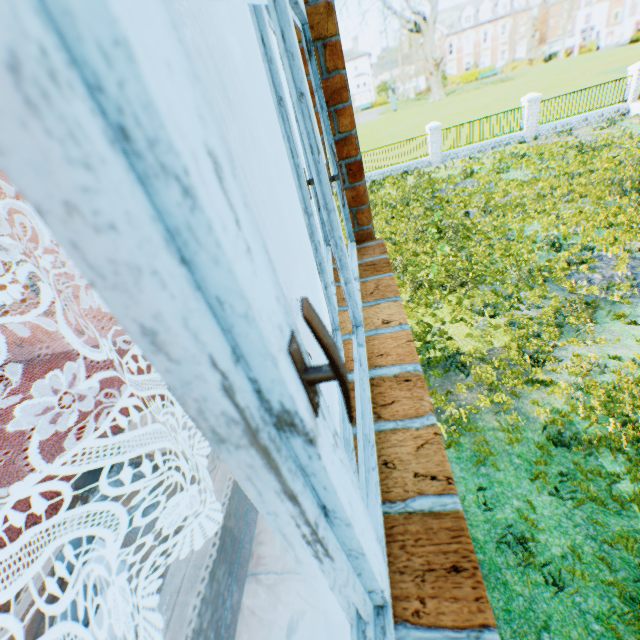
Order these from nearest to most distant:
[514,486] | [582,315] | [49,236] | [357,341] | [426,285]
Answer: [357,341] → [49,236] → [514,486] → [582,315] → [426,285]

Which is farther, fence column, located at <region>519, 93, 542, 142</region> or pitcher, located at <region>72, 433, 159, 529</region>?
fence column, located at <region>519, 93, 542, 142</region>

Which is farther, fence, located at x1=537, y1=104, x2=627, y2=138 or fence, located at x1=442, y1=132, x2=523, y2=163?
fence, located at x1=442, y1=132, x2=523, y2=163

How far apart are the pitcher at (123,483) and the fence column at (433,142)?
23.5m

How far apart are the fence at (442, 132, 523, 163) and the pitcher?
24.1 meters

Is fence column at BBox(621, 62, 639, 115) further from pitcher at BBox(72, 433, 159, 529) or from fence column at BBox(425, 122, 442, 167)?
pitcher at BBox(72, 433, 159, 529)

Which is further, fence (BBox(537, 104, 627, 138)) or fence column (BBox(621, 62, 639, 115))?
fence (BBox(537, 104, 627, 138))

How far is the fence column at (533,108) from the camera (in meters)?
18.72
